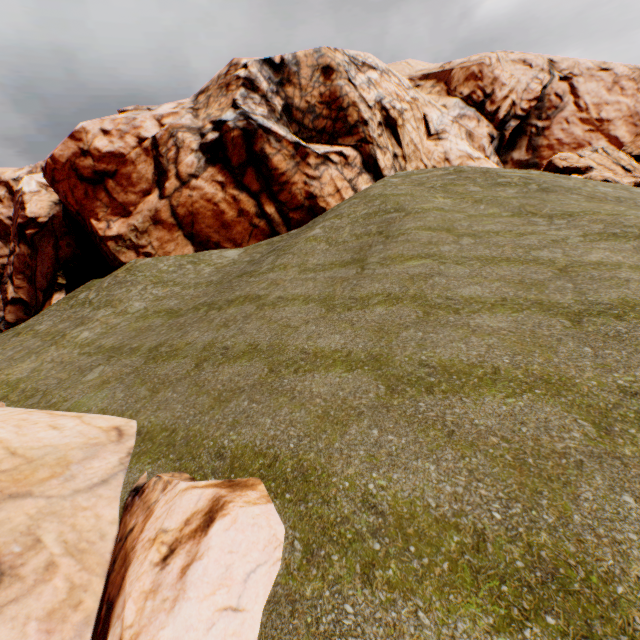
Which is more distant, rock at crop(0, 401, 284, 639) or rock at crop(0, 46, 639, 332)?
rock at crop(0, 46, 639, 332)

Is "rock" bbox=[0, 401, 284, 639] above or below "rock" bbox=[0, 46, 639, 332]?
below

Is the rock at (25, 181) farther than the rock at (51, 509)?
Yes

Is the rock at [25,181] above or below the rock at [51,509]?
above

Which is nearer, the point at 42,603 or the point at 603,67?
the point at 42,603
